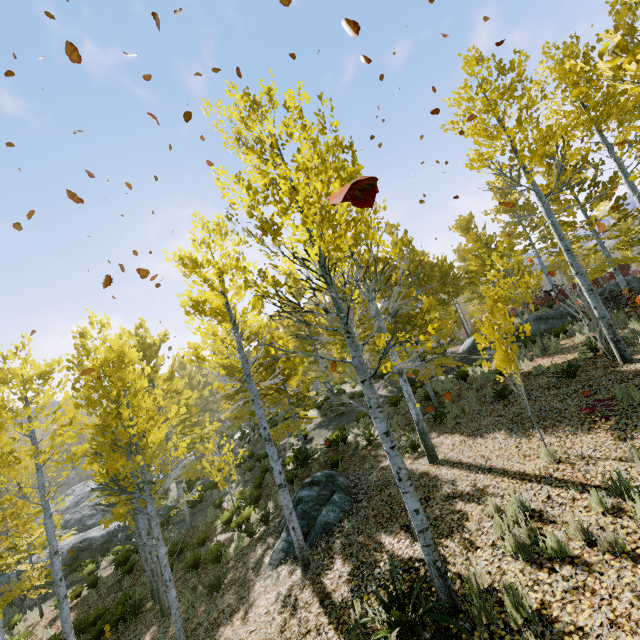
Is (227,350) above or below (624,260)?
above

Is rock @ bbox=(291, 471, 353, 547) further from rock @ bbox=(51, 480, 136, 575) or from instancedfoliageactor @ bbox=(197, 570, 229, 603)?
rock @ bbox=(51, 480, 136, 575)

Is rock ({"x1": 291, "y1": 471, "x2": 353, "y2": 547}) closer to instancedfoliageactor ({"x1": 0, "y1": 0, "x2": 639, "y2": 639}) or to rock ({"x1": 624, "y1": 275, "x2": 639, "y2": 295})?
instancedfoliageactor ({"x1": 0, "y1": 0, "x2": 639, "y2": 639})

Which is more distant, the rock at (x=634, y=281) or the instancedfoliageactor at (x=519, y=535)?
the rock at (x=634, y=281)

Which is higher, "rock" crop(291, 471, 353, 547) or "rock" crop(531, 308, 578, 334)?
"rock" crop(531, 308, 578, 334)

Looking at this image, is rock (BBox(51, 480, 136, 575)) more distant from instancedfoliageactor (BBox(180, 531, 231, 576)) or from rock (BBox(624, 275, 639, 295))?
rock (BBox(624, 275, 639, 295))

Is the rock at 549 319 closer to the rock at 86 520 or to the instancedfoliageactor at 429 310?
the instancedfoliageactor at 429 310

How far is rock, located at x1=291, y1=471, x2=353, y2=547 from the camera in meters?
8.1 m
